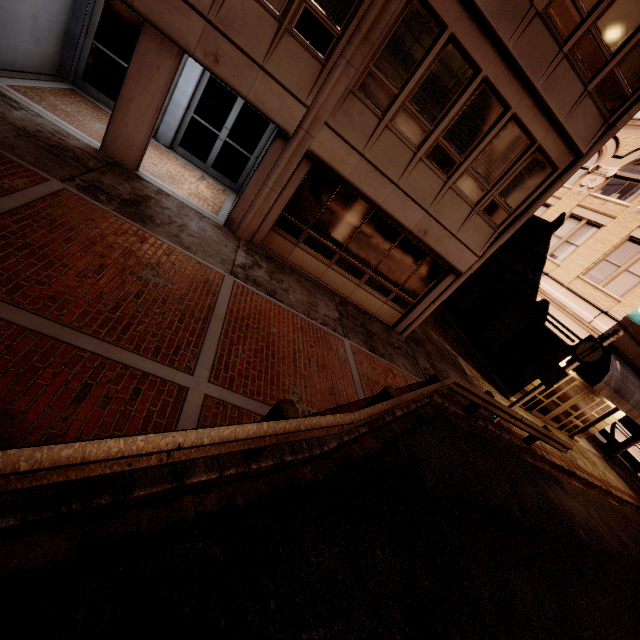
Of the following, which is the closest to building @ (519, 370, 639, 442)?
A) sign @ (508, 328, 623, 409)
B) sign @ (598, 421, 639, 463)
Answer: sign @ (508, 328, 623, 409)

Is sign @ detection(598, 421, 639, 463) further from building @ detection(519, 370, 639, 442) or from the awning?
building @ detection(519, 370, 639, 442)

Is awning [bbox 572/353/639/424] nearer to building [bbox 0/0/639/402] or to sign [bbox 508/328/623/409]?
building [bbox 0/0/639/402]

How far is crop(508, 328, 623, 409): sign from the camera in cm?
980

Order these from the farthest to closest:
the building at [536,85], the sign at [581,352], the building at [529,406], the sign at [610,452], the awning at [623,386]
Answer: the sign at [610,452] < the building at [529,406] < the awning at [623,386] < the sign at [581,352] < the building at [536,85]

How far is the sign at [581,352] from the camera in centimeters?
980cm

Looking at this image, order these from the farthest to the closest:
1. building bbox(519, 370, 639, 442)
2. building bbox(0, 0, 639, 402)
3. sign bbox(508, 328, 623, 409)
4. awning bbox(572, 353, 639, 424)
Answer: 1. building bbox(519, 370, 639, 442)
2. awning bbox(572, 353, 639, 424)
3. sign bbox(508, 328, 623, 409)
4. building bbox(0, 0, 639, 402)

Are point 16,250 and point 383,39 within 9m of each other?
yes
